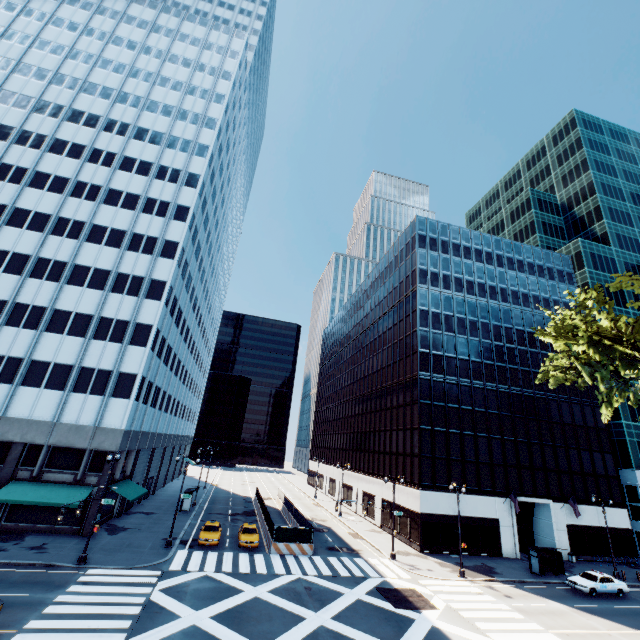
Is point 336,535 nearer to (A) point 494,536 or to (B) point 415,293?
(A) point 494,536

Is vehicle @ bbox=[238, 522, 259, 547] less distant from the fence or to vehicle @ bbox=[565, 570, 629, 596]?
the fence

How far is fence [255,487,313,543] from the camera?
30.4 meters

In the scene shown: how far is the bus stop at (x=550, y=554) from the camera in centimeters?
3108cm

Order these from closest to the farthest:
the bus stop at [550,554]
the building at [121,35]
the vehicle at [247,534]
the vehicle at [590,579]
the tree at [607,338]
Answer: the tree at [607,338] → the vehicle at [590,579] → the vehicle at [247,534] → the building at [121,35] → the bus stop at [550,554]

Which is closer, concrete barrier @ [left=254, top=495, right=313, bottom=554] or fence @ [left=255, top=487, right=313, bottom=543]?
concrete barrier @ [left=254, top=495, right=313, bottom=554]

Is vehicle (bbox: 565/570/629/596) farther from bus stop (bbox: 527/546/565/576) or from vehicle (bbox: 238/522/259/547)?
vehicle (bbox: 238/522/259/547)

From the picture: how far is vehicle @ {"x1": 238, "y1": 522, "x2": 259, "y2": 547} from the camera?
29.6 meters
